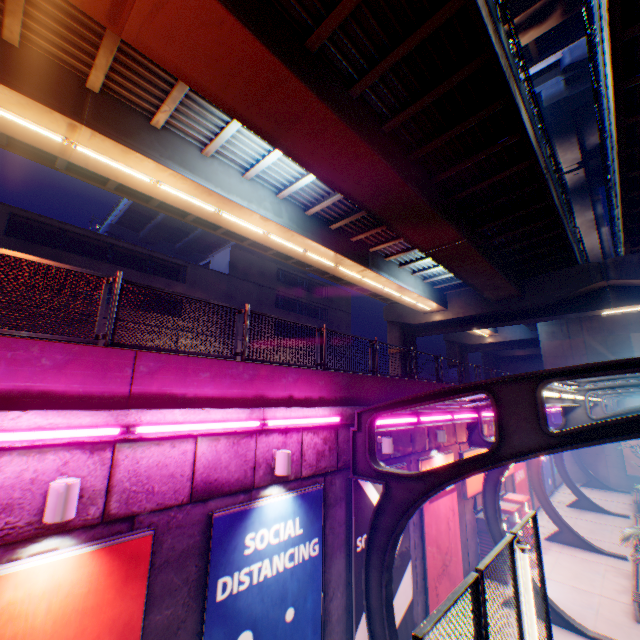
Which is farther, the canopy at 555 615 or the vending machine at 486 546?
the vending machine at 486 546

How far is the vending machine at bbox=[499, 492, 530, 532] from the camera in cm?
1272

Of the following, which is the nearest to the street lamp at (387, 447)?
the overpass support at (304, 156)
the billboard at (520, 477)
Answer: the overpass support at (304, 156)

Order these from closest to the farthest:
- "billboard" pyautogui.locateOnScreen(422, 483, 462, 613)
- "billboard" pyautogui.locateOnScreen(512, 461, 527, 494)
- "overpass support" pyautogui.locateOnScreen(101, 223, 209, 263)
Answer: "billboard" pyautogui.locateOnScreen(422, 483, 462, 613) < "billboard" pyautogui.locateOnScreen(512, 461, 527, 494) < "overpass support" pyautogui.locateOnScreen(101, 223, 209, 263)

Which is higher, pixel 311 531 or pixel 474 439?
pixel 474 439

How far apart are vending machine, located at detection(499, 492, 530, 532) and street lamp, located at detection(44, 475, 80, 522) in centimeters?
1557cm

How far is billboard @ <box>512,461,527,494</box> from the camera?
17.2m

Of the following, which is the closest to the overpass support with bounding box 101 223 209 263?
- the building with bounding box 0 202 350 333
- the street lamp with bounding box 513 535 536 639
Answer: the building with bounding box 0 202 350 333
